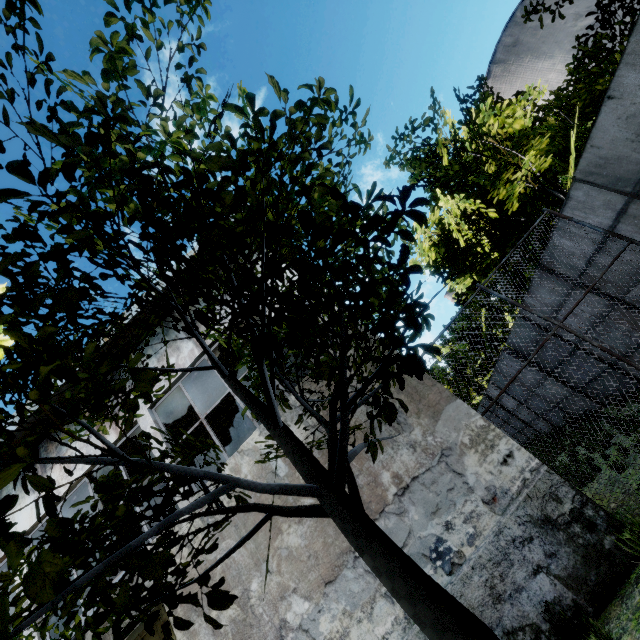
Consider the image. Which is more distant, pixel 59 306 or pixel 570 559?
pixel 570 559
